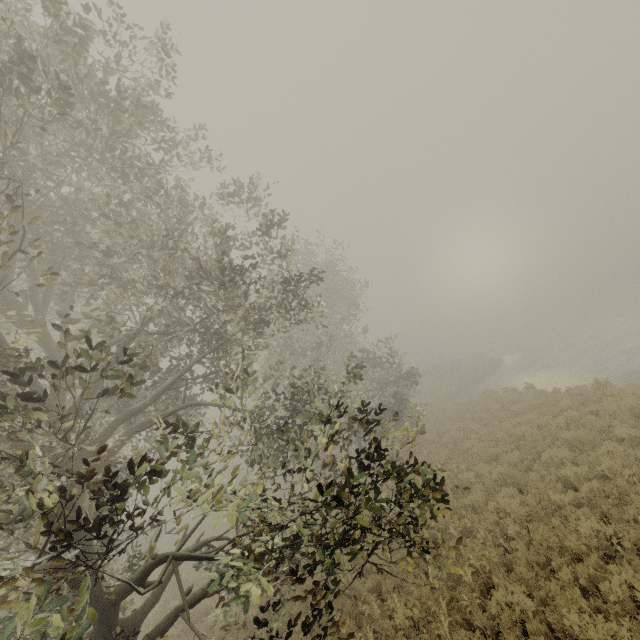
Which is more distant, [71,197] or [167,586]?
[167,586]
